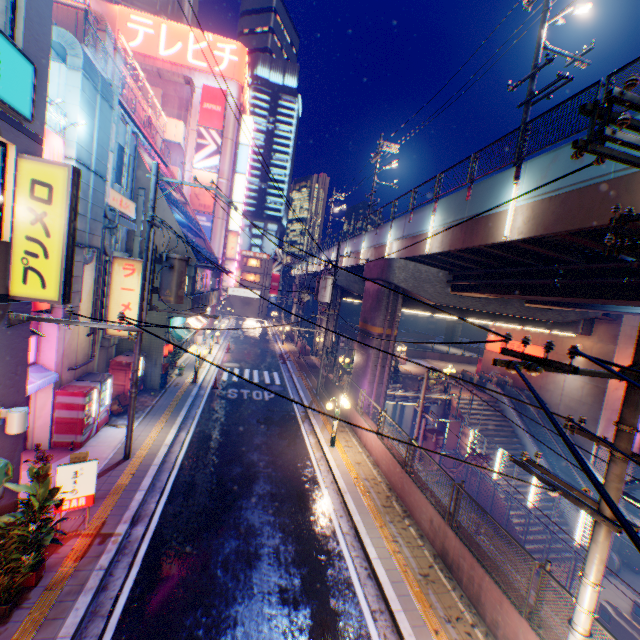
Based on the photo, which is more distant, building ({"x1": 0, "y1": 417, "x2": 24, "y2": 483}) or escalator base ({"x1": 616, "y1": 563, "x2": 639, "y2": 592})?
escalator base ({"x1": 616, "y1": 563, "x2": 639, "y2": 592})

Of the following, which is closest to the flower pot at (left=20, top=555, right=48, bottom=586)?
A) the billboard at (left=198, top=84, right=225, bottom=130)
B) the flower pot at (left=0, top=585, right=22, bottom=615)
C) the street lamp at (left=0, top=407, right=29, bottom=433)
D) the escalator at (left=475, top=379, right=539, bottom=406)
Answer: the flower pot at (left=0, top=585, right=22, bottom=615)

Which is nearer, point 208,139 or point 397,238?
point 397,238

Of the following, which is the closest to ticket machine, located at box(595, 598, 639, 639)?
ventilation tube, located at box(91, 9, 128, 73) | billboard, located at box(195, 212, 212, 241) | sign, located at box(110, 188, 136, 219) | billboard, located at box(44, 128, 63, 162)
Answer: billboard, located at box(44, 128, 63, 162)

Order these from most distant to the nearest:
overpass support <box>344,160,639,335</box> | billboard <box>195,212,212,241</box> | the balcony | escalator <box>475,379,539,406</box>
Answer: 1. billboard <box>195,212,212,241</box>
2. escalator <box>475,379,539,406</box>
3. the balcony
4. overpass support <box>344,160,639,335</box>

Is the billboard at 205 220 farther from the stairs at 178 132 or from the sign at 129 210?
the sign at 129 210

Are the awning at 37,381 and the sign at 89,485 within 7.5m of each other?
yes

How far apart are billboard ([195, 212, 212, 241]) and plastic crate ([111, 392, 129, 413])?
24.7m
